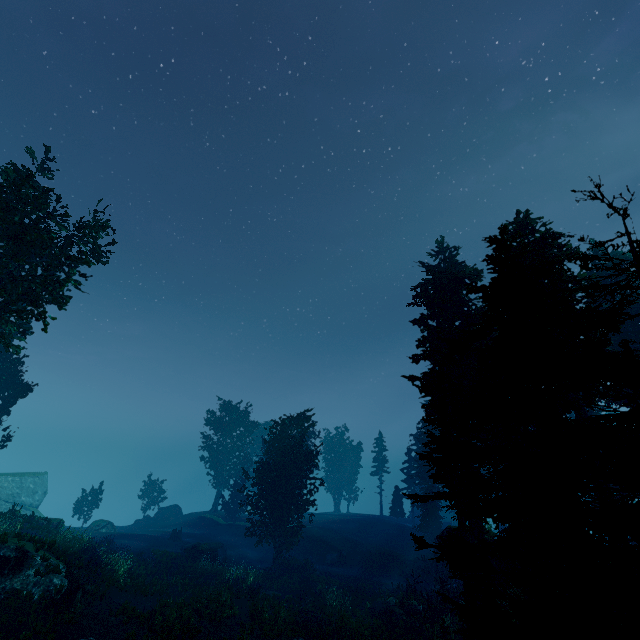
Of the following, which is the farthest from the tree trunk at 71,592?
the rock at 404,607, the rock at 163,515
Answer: the rock at 163,515

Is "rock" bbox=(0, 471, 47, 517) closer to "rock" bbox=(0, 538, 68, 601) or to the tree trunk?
"rock" bbox=(0, 538, 68, 601)

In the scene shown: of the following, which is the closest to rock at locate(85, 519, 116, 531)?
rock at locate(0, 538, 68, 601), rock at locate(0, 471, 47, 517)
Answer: rock at locate(0, 538, 68, 601)

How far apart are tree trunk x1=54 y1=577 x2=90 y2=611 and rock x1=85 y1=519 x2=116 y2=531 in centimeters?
2433cm

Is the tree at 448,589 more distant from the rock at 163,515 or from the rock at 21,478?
the rock at 21,478

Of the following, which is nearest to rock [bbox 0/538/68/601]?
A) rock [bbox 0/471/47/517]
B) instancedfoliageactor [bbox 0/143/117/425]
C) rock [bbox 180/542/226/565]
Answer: instancedfoliageactor [bbox 0/143/117/425]

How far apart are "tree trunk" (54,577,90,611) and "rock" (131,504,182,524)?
32.2m

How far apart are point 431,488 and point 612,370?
36.5m
